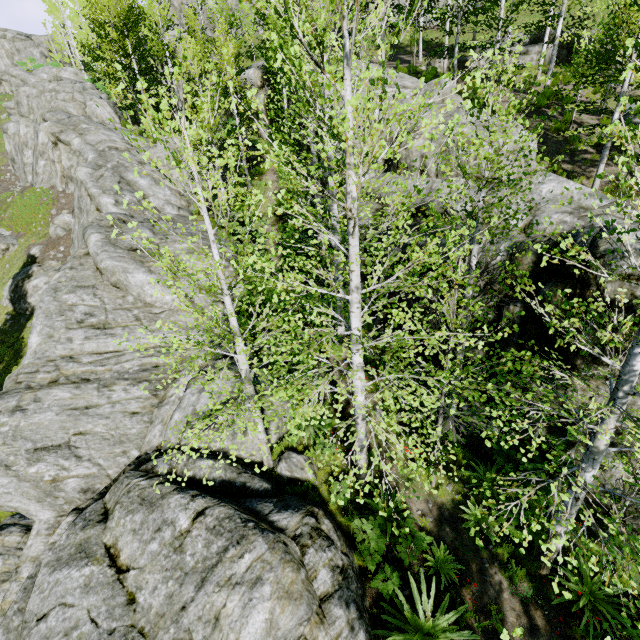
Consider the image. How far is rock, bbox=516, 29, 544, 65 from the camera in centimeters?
2364cm

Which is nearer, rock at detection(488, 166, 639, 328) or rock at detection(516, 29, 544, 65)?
rock at detection(488, 166, 639, 328)

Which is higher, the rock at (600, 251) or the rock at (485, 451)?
the rock at (600, 251)

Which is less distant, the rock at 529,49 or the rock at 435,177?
the rock at 435,177

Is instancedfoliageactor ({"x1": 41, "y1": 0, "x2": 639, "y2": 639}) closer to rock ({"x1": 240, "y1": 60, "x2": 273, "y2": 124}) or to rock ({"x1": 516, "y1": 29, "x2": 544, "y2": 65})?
rock ({"x1": 240, "y1": 60, "x2": 273, "y2": 124})

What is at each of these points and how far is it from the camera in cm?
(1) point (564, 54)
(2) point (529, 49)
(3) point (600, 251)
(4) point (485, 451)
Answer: (1) rock, 2341
(2) rock, 2373
(3) rock, 608
(4) rock, 973

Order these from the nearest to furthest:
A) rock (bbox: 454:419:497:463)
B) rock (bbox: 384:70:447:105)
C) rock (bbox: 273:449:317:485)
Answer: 1. rock (bbox: 273:449:317:485)
2. rock (bbox: 454:419:497:463)
3. rock (bbox: 384:70:447:105)
